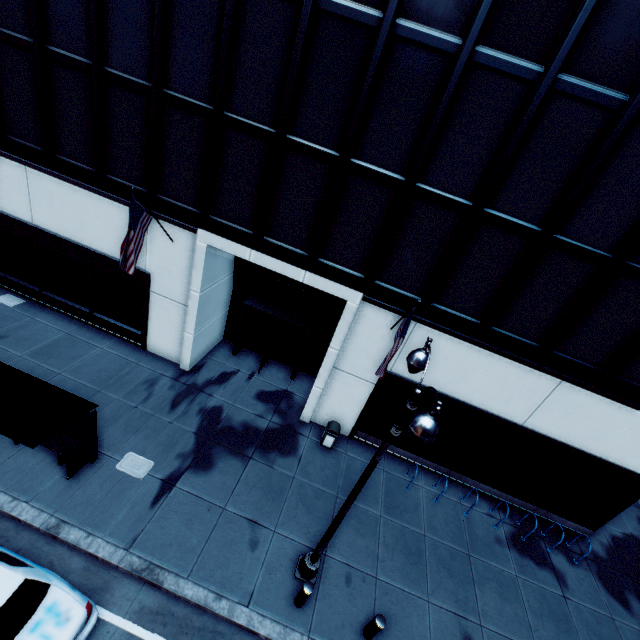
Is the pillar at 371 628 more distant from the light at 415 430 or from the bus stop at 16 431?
the bus stop at 16 431

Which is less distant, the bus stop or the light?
the light

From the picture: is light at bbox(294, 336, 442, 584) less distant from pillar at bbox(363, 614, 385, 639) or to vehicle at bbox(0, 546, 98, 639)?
pillar at bbox(363, 614, 385, 639)

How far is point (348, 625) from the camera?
8.20m

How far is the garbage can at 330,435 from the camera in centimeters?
1223cm

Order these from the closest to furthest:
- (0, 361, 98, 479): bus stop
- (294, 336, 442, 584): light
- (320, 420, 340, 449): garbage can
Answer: (294, 336, 442, 584): light < (0, 361, 98, 479): bus stop < (320, 420, 340, 449): garbage can

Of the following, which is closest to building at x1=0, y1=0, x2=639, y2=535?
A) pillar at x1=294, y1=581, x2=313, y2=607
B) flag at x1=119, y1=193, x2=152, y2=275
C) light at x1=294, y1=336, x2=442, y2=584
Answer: flag at x1=119, y1=193, x2=152, y2=275

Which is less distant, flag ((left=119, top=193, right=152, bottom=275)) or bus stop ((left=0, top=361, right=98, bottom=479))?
bus stop ((left=0, top=361, right=98, bottom=479))
